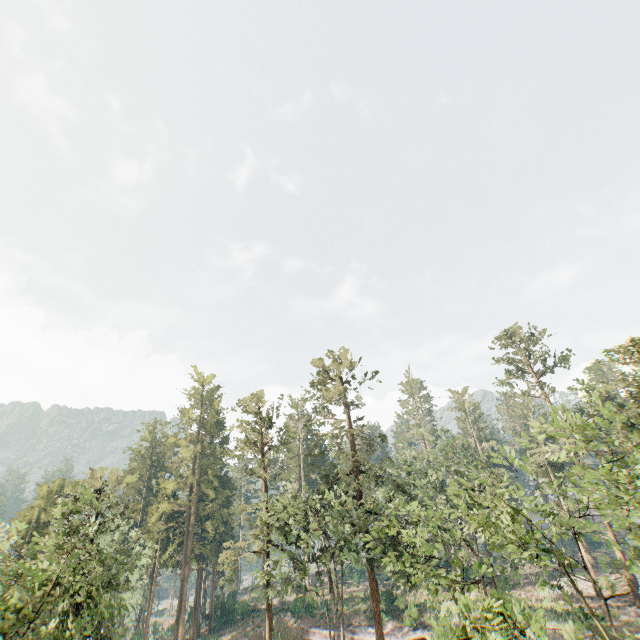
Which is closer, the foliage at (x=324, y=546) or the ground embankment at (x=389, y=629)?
the foliage at (x=324, y=546)

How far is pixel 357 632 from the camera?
37.0 meters

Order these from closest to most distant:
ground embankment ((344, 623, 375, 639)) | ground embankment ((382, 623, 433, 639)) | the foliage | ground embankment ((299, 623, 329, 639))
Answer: the foliage < ground embankment ((382, 623, 433, 639)) < ground embankment ((344, 623, 375, 639)) < ground embankment ((299, 623, 329, 639))

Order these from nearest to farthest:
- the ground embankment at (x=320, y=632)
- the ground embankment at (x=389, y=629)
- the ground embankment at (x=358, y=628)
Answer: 1. the ground embankment at (x=389, y=629)
2. the ground embankment at (x=358, y=628)
3. the ground embankment at (x=320, y=632)

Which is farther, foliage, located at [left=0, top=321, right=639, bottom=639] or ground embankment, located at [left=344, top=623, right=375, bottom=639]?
ground embankment, located at [left=344, top=623, right=375, bottom=639]

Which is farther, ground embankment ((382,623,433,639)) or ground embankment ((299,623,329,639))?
ground embankment ((299,623,329,639))
